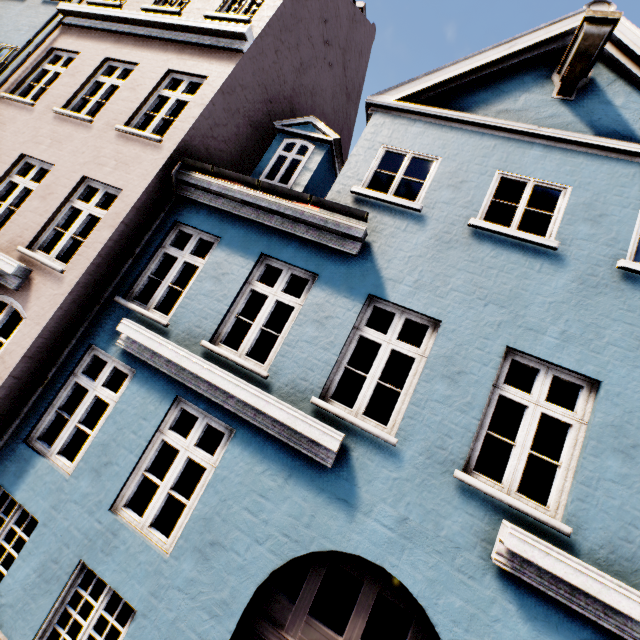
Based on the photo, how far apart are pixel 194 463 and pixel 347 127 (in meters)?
13.50
